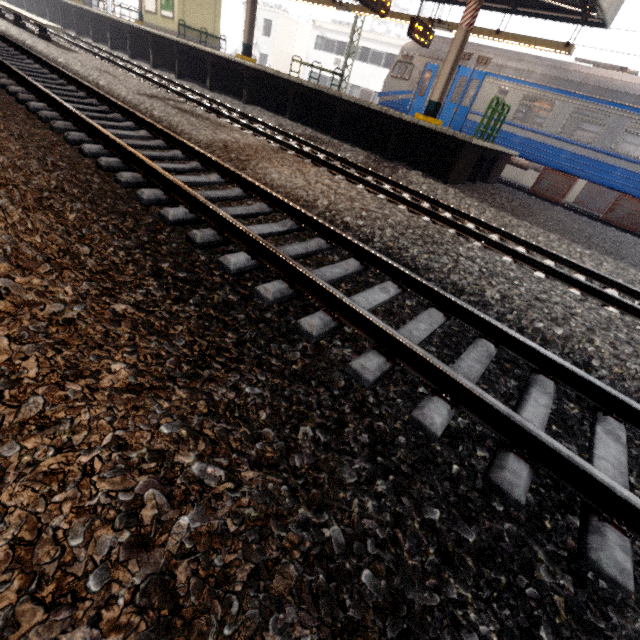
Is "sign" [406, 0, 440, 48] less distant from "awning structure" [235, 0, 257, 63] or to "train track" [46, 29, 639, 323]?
"awning structure" [235, 0, 257, 63]

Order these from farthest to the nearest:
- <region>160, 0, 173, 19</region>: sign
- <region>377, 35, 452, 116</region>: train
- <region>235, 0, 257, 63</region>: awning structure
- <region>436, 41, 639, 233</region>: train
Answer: <region>160, 0, 173, 19</region>: sign, <region>235, 0, 257, 63</region>: awning structure, <region>377, 35, 452, 116</region>: train, <region>436, 41, 639, 233</region>: train

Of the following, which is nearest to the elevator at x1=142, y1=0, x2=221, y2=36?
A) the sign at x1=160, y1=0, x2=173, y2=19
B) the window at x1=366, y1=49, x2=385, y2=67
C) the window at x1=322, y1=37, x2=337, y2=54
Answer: the sign at x1=160, y1=0, x2=173, y2=19

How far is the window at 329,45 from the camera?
32.2 meters

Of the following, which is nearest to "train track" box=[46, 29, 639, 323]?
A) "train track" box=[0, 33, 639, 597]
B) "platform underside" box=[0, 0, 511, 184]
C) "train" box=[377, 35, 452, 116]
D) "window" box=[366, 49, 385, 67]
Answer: "platform underside" box=[0, 0, 511, 184]

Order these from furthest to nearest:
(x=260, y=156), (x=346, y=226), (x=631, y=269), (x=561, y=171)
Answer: (x=561, y=171), (x=631, y=269), (x=260, y=156), (x=346, y=226)

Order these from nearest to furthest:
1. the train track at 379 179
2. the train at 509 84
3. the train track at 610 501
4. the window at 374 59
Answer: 1. the train track at 610 501
2. the train track at 379 179
3. the train at 509 84
4. the window at 374 59

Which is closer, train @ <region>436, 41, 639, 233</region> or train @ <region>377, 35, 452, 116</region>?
train @ <region>436, 41, 639, 233</region>
